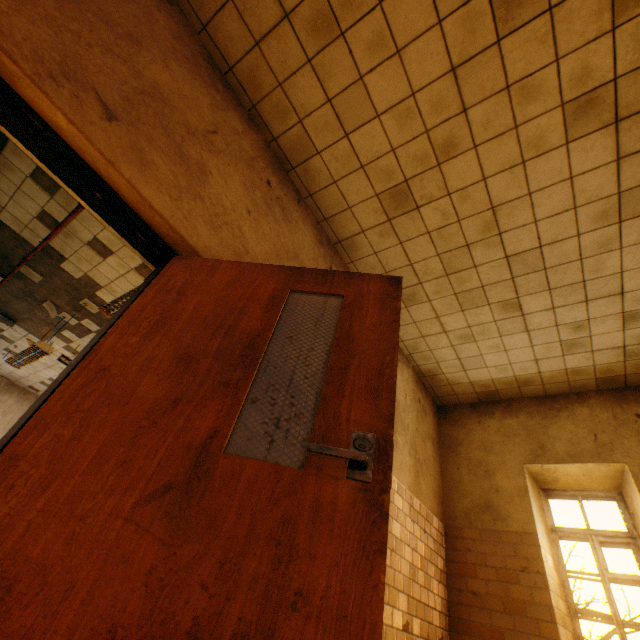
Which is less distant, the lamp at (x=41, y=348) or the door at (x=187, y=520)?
the door at (x=187, y=520)

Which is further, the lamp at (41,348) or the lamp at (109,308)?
the lamp at (41,348)

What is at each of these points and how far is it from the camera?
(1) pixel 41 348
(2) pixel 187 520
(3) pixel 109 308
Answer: (1) lamp, 5.28m
(2) door, 1.08m
(3) lamp, 4.03m

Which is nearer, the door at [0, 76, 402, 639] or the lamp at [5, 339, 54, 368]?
the door at [0, 76, 402, 639]

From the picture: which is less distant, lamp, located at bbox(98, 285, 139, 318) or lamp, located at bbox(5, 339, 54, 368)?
lamp, located at bbox(98, 285, 139, 318)

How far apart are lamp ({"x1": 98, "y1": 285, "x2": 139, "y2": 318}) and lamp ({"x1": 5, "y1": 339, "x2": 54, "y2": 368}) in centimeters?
222cm

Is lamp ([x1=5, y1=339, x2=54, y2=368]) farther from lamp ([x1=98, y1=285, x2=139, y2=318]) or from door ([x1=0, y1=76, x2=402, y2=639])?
door ([x1=0, y1=76, x2=402, y2=639])

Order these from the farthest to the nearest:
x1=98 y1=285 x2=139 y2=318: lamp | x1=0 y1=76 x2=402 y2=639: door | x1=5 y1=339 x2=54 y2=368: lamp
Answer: x1=5 y1=339 x2=54 y2=368: lamp → x1=98 y1=285 x2=139 y2=318: lamp → x1=0 y1=76 x2=402 y2=639: door
